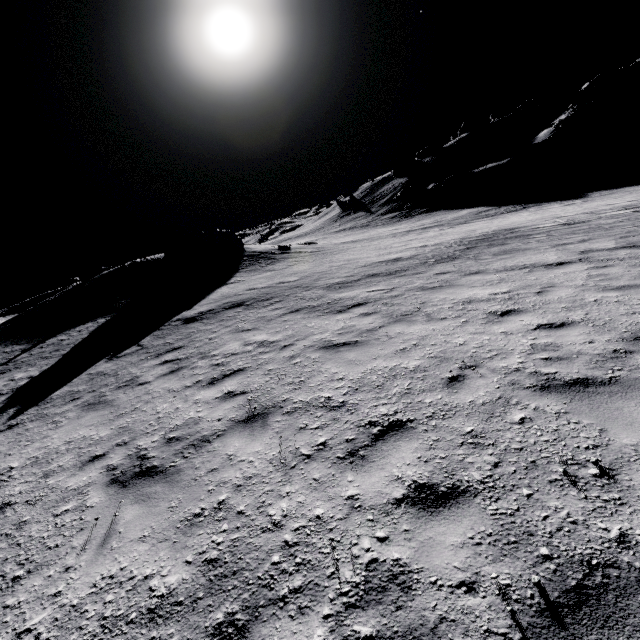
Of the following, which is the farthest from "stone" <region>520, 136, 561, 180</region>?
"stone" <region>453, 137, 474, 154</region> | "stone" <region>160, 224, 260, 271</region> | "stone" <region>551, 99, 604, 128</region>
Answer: "stone" <region>160, 224, 260, 271</region>

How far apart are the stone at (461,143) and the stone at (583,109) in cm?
1732

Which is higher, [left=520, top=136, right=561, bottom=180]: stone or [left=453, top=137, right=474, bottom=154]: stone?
[left=453, top=137, right=474, bottom=154]: stone

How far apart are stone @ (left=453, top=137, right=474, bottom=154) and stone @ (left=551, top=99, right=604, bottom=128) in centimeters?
1732cm

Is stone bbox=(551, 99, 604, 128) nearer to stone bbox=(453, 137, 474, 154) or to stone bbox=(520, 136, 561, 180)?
stone bbox=(520, 136, 561, 180)

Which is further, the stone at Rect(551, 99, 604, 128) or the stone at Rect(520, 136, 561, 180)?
the stone at Rect(551, 99, 604, 128)

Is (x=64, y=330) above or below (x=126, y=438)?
above

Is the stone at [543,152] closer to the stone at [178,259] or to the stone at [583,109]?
the stone at [583,109]
